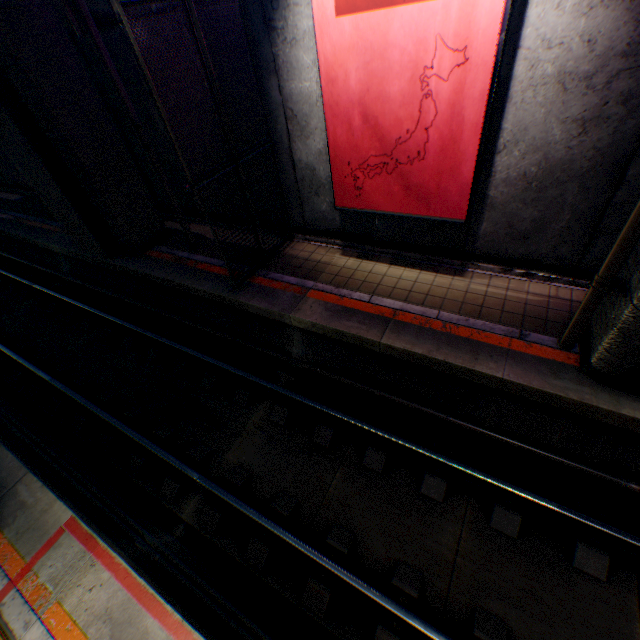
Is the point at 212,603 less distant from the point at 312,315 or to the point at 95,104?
the point at 312,315

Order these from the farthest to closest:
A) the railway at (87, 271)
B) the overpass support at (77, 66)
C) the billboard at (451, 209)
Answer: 1. the overpass support at (77, 66)
2. the railway at (87, 271)
3. the billboard at (451, 209)

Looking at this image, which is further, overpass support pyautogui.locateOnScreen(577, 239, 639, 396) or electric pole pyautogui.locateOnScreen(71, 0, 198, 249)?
electric pole pyautogui.locateOnScreen(71, 0, 198, 249)

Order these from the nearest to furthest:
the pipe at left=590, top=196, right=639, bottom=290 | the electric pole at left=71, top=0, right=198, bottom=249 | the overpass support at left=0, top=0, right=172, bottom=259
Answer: the pipe at left=590, top=196, right=639, bottom=290
the electric pole at left=71, top=0, right=198, bottom=249
the overpass support at left=0, top=0, right=172, bottom=259

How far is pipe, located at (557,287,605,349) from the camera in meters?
4.4 m

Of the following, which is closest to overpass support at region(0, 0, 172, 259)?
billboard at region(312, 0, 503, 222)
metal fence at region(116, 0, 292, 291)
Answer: metal fence at region(116, 0, 292, 291)

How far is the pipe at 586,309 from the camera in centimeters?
442cm

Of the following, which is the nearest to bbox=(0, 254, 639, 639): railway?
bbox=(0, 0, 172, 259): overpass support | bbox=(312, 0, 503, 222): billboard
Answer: bbox=(0, 0, 172, 259): overpass support
